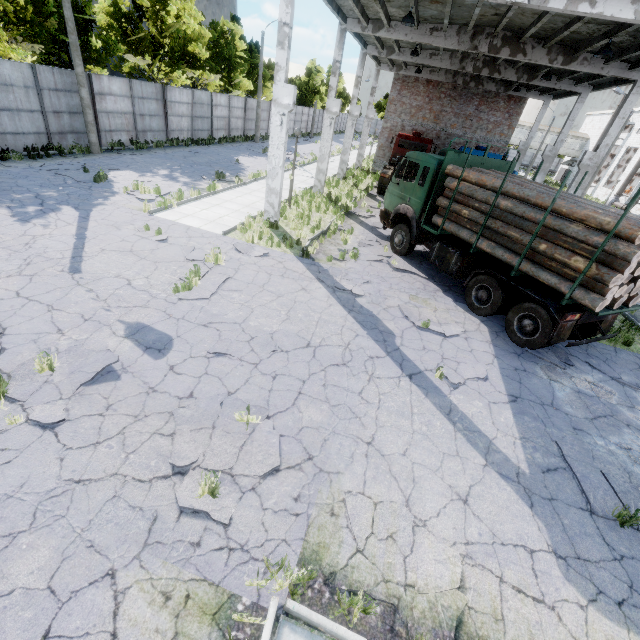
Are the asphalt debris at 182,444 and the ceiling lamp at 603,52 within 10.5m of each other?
no

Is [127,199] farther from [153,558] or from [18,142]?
[153,558]

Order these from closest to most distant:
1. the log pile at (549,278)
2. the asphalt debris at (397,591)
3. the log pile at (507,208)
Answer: the asphalt debris at (397,591)
the log pile at (549,278)
the log pile at (507,208)

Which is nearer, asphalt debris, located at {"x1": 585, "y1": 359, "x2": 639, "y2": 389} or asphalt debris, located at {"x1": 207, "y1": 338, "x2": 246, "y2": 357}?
asphalt debris, located at {"x1": 207, "y1": 338, "x2": 246, "y2": 357}

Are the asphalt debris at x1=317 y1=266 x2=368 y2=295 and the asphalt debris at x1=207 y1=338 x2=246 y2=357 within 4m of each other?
yes

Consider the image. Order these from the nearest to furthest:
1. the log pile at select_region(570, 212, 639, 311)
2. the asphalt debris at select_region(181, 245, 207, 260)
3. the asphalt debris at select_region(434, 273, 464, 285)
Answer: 1. the log pile at select_region(570, 212, 639, 311)
2. the asphalt debris at select_region(181, 245, 207, 260)
3. the asphalt debris at select_region(434, 273, 464, 285)

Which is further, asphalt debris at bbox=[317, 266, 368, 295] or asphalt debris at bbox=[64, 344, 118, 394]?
asphalt debris at bbox=[317, 266, 368, 295]

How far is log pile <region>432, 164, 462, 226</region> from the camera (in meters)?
9.84
